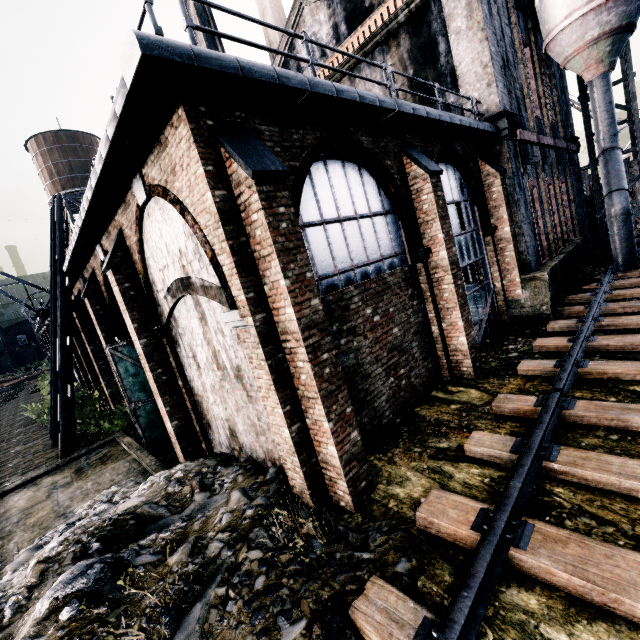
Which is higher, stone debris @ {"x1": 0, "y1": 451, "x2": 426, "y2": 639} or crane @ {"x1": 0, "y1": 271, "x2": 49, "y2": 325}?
crane @ {"x1": 0, "y1": 271, "x2": 49, "y2": 325}

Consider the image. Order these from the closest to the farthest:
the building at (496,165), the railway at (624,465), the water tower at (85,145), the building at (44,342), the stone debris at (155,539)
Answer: the railway at (624,465) → the stone debris at (155,539) → the building at (496,165) → the water tower at (85,145) → the building at (44,342)

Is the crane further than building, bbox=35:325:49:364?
No

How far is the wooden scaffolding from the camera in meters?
13.7 m

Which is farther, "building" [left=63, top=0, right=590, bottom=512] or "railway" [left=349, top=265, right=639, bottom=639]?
"building" [left=63, top=0, right=590, bottom=512]

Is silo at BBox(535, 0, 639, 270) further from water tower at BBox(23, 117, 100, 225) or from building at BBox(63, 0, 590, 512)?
water tower at BBox(23, 117, 100, 225)

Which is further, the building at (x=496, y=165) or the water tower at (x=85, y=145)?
the water tower at (x=85, y=145)

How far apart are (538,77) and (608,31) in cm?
301
